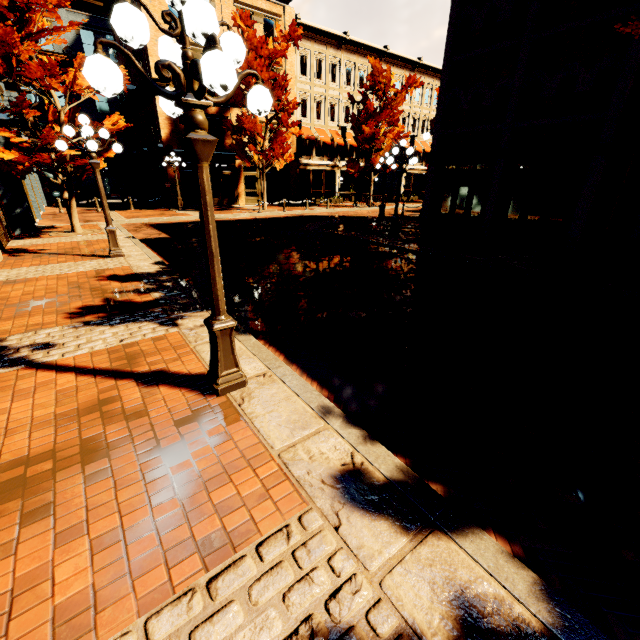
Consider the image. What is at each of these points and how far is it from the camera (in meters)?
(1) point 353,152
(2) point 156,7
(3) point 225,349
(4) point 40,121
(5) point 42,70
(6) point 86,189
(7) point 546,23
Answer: (1) building, 32.38
(2) building, 19.67
(3) light, 3.59
(4) building, 26.27
(5) tree, 10.11
(6) building, 29.61
(7) building, 10.38

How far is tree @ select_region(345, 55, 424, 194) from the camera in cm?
2378

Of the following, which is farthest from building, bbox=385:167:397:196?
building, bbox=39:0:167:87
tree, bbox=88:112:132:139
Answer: building, bbox=39:0:167:87

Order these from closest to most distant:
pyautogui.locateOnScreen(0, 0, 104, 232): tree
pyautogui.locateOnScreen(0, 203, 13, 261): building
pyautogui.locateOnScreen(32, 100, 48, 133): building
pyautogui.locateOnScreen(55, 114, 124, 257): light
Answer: pyautogui.locateOnScreen(55, 114, 124, 257): light
pyautogui.locateOnScreen(0, 0, 104, 232): tree
pyautogui.locateOnScreen(0, 203, 13, 261): building
pyautogui.locateOnScreen(32, 100, 48, 133): building

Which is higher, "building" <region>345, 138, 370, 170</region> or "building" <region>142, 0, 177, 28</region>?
"building" <region>142, 0, 177, 28</region>

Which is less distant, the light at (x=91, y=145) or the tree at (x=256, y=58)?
the light at (x=91, y=145)

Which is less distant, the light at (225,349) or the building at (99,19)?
the light at (225,349)

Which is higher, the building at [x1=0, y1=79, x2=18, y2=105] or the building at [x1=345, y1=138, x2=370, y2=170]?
the building at [x1=0, y1=79, x2=18, y2=105]
